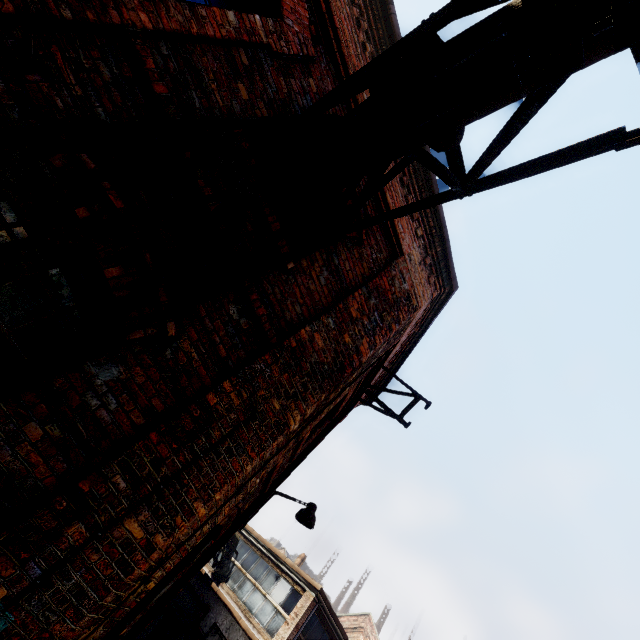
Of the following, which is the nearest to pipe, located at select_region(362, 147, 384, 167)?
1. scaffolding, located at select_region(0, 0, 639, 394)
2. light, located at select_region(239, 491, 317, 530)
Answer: scaffolding, located at select_region(0, 0, 639, 394)

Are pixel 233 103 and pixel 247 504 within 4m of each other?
no

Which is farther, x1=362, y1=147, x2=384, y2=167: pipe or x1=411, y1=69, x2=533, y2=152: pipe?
x1=362, y1=147, x2=384, y2=167: pipe

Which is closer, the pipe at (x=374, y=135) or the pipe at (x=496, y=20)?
the pipe at (x=496, y=20)

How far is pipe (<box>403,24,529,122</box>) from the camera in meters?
1.8 m

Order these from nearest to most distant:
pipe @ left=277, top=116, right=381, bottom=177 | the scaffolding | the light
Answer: the scaffolding, pipe @ left=277, top=116, right=381, bottom=177, the light

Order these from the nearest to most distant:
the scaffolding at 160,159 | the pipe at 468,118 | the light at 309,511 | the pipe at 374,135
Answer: the scaffolding at 160,159 → the pipe at 468,118 → the pipe at 374,135 → the light at 309,511
